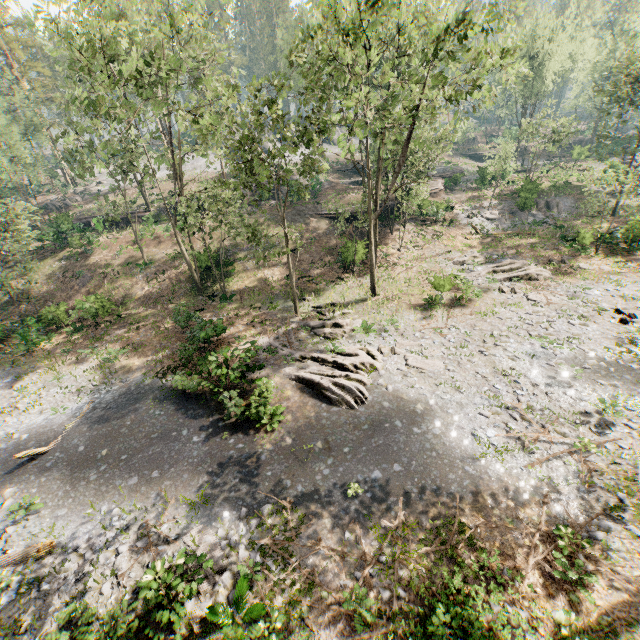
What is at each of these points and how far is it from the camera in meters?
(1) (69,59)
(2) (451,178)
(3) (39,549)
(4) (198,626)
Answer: (1) foliage, 30.2
(2) ground embankment, 44.4
(3) foliage, 10.8
(4) foliage, 8.6

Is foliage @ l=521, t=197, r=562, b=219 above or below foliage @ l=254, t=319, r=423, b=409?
above

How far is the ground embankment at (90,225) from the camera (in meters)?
33.19

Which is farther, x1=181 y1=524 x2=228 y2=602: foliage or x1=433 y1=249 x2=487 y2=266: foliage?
x1=433 y1=249 x2=487 y2=266: foliage

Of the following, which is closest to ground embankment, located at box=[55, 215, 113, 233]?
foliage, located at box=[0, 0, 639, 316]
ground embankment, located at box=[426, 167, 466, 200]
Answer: foliage, located at box=[0, 0, 639, 316]

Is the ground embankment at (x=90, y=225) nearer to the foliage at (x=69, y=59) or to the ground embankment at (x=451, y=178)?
the foliage at (x=69, y=59)

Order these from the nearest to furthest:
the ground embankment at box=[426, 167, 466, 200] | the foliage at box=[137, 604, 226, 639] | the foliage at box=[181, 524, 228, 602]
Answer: the foliage at box=[137, 604, 226, 639], the foliage at box=[181, 524, 228, 602], the ground embankment at box=[426, 167, 466, 200]
